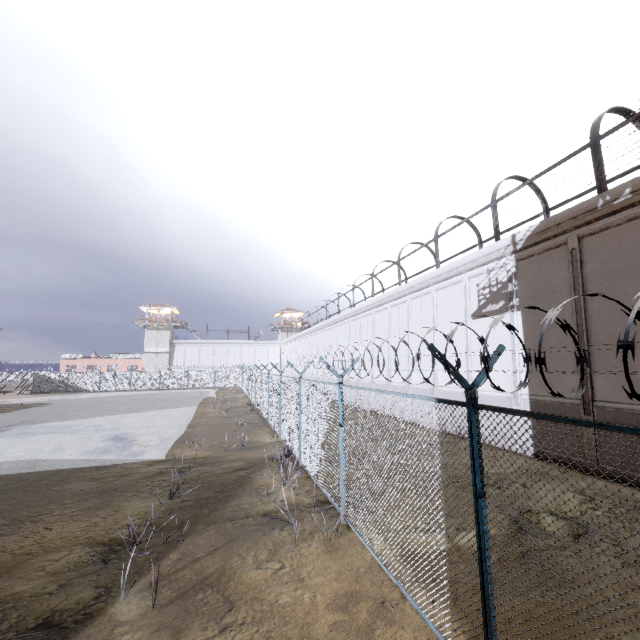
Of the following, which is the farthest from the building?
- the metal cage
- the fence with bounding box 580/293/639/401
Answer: the metal cage

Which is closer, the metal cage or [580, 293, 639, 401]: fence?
[580, 293, 639, 401]: fence

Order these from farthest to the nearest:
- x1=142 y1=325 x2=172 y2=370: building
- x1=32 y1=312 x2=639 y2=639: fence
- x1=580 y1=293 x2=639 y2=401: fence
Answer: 1. x1=142 y1=325 x2=172 y2=370: building
2. x1=32 y1=312 x2=639 y2=639: fence
3. x1=580 y1=293 x2=639 y2=401: fence

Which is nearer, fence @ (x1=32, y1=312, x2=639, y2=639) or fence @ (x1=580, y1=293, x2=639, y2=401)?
fence @ (x1=580, y1=293, x2=639, y2=401)

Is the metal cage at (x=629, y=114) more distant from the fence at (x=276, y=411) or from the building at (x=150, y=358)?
the building at (x=150, y=358)

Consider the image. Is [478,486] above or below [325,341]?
below

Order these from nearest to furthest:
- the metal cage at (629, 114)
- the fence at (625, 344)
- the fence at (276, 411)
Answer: the fence at (625, 344) < the fence at (276, 411) < the metal cage at (629, 114)
